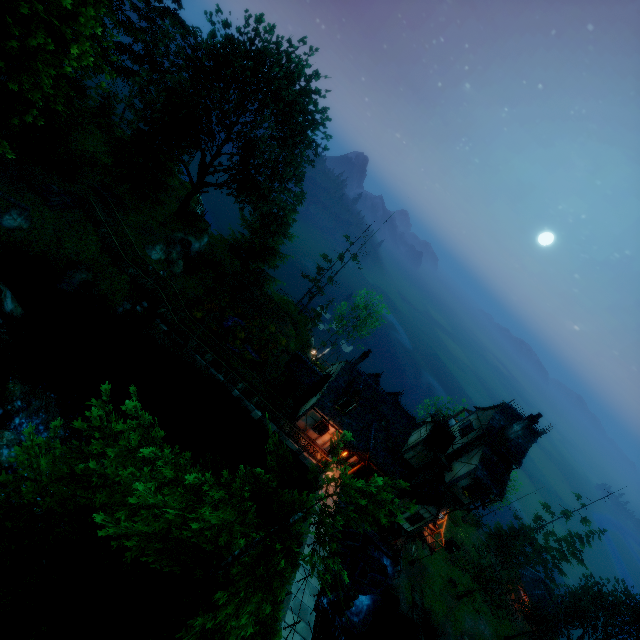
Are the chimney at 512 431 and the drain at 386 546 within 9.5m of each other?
no

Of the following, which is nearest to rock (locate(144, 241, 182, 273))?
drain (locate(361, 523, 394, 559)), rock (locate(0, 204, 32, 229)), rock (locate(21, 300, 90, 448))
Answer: rock (locate(0, 204, 32, 229))

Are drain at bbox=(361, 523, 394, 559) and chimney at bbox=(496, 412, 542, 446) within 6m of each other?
no

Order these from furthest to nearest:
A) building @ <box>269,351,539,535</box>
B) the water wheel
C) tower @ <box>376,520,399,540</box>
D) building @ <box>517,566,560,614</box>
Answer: building @ <box>517,566,560,614</box> < tower @ <box>376,520,399,540</box> < the water wheel < building @ <box>269,351,539,535</box>

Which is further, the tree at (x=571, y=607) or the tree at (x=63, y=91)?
the tree at (x=571, y=607)

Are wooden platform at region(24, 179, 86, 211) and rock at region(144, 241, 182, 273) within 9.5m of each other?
yes

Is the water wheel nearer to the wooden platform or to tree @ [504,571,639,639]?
tree @ [504,571,639,639]

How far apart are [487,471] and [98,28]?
31.0m
